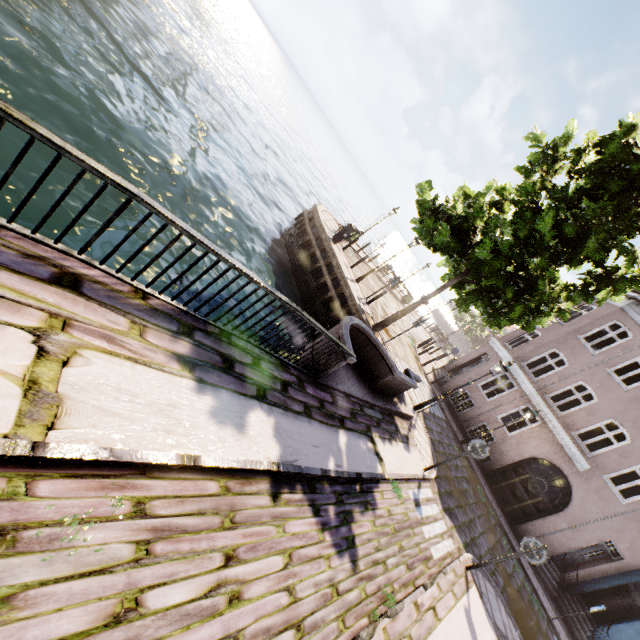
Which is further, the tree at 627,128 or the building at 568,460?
the building at 568,460

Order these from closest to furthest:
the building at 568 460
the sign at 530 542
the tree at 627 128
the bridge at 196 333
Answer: the bridge at 196 333 → the sign at 530 542 → the tree at 627 128 → the building at 568 460

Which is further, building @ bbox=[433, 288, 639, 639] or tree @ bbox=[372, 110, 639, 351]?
building @ bbox=[433, 288, 639, 639]

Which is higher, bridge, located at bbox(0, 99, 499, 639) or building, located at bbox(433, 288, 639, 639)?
building, located at bbox(433, 288, 639, 639)

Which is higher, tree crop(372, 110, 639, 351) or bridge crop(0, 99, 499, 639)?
tree crop(372, 110, 639, 351)

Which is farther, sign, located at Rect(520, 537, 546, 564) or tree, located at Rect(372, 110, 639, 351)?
tree, located at Rect(372, 110, 639, 351)

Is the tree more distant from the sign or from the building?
the building

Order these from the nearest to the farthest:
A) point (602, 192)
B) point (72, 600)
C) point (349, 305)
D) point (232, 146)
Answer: point (72, 600), point (602, 192), point (349, 305), point (232, 146)
